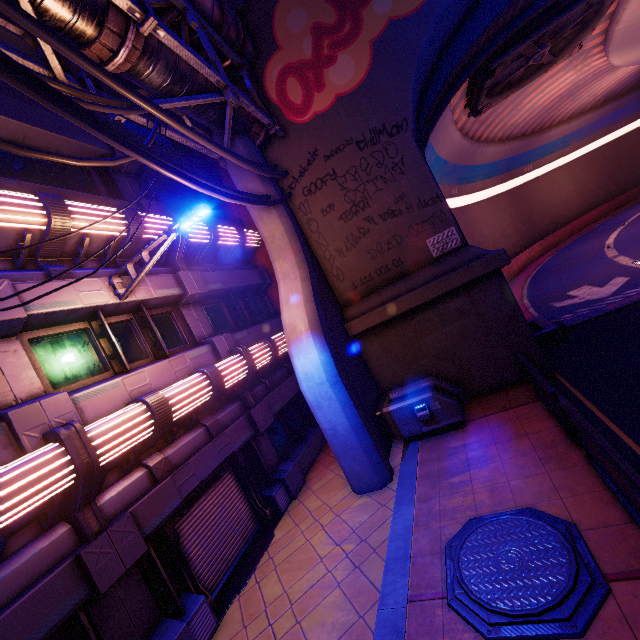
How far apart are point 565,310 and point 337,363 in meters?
12.3 m

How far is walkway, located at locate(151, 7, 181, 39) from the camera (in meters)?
8.15

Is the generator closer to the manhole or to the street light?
the manhole

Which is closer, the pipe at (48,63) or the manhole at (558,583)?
the manhole at (558,583)

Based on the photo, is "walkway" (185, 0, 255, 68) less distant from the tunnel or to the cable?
the cable

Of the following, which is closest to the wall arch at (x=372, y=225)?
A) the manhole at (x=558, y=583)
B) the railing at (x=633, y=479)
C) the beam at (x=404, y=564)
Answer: the beam at (x=404, y=564)

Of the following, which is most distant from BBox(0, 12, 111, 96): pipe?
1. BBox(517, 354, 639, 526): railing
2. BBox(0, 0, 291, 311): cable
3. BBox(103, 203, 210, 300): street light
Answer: BBox(517, 354, 639, 526): railing

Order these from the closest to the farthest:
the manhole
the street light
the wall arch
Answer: the manhole < the street light < the wall arch
